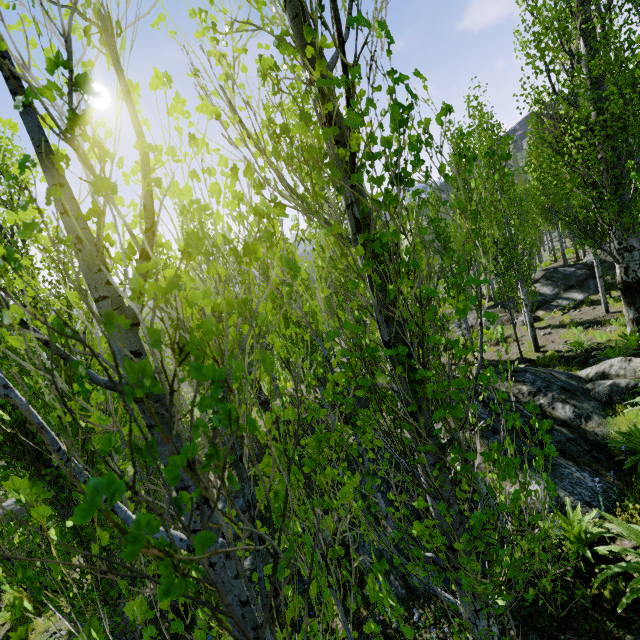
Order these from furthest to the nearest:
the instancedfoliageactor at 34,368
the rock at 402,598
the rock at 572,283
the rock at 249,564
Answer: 1. the rock at 572,283
2. the rock at 249,564
3. the rock at 402,598
4. the instancedfoliageactor at 34,368

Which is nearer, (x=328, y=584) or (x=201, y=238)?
(x=201, y=238)

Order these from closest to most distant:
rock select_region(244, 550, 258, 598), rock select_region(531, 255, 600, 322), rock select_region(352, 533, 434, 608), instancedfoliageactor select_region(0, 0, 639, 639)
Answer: instancedfoliageactor select_region(0, 0, 639, 639)
rock select_region(352, 533, 434, 608)
rock select_region(244, 550, 258, 598)
rock select_region(531, 255, 600, 322)

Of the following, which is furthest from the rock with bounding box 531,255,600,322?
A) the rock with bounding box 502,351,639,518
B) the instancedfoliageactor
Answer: the rock with bounding box 502,351,639,518

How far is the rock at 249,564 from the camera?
7.14m

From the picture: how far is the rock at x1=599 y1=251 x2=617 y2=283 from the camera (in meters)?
16.16

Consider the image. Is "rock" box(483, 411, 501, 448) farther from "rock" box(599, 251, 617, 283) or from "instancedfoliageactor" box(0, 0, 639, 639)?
"rock" box(599, 251, 617, 283)

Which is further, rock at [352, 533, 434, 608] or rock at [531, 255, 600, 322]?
rock at [531, 255, 600, 322]
